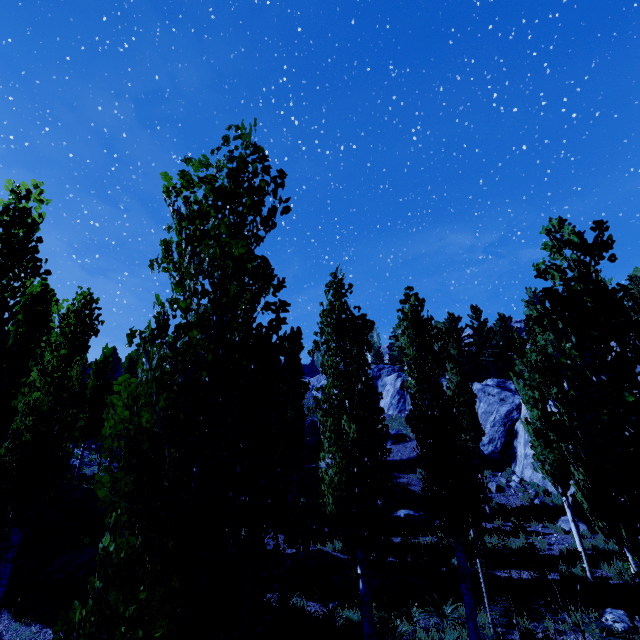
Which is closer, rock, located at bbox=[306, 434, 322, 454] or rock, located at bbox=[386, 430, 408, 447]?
rock, located at bbox=[386, 430, 408, 447]

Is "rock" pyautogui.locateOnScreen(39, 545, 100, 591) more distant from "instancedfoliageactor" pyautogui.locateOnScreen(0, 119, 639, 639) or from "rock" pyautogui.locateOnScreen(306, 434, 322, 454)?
"rock" pyautogui.locateOnScreen(306, 434, 322, 454)

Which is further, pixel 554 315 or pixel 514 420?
pixel 514 420

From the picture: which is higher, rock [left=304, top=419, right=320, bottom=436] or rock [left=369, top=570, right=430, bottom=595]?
rock [left=304, top=419, right=320, bottom=436]

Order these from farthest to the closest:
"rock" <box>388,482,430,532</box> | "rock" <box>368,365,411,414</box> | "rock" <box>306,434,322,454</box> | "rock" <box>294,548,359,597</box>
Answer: "rock" <box>368,365,411,414</box> → "rock" <box>306,434,322,454</box> → "rock" <box>388,482,430,532</box> → "rock" <box>294,548,359,597</box>

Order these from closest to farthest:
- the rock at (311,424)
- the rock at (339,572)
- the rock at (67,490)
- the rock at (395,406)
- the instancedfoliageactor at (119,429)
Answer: the instancedfoliageactor at (119,429) → the rock at (339,572) → the rock at (67,490) → the rock at (395,406) → the rock at (311,424)

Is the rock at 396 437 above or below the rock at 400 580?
above
